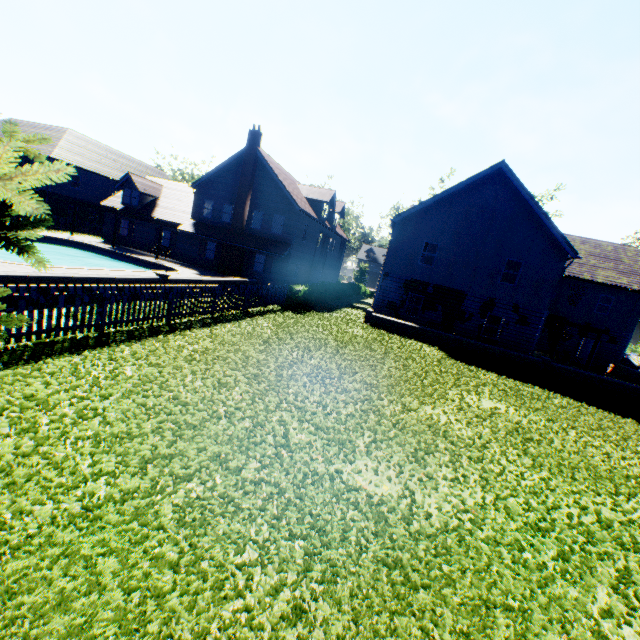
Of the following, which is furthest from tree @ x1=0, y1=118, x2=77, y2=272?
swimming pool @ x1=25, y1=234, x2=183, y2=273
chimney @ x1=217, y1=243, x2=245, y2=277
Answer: chimney @ x1=217, y1=243, x2=245, y2=277

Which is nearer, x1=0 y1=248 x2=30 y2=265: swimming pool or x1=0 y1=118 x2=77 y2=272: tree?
x1=0 y1=118 x2=77 y2=272: tree

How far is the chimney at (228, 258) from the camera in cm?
2792

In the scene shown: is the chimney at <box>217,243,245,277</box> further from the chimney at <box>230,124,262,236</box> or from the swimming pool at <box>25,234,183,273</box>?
the swimming pool at <box>25,234,183,273</box>

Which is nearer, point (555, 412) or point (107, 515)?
point (107, 515)

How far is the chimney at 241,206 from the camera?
26.44m

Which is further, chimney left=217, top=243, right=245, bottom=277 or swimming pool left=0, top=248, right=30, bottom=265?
chimney left=217, top=243, right=245, bottom=277
